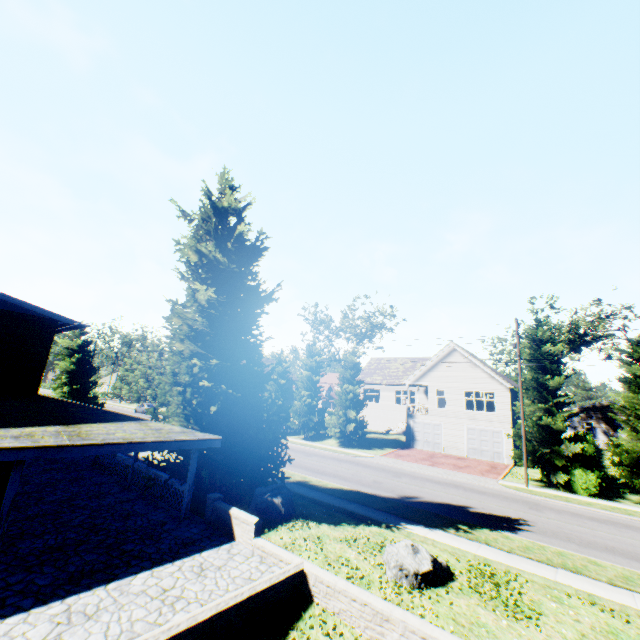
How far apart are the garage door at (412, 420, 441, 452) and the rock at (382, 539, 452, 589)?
24.33m

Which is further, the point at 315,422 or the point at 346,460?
the point at 315,422

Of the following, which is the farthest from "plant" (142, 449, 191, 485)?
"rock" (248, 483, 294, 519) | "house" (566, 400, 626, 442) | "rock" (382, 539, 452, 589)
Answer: "house" (566, 400, 626, 442)

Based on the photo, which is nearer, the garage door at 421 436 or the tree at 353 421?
the garage door at 421 436

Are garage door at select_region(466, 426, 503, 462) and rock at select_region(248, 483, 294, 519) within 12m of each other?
no

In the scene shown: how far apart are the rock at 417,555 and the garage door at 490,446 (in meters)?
23.29

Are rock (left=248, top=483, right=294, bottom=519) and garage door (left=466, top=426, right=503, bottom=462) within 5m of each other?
no

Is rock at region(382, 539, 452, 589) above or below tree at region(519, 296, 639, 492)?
below
